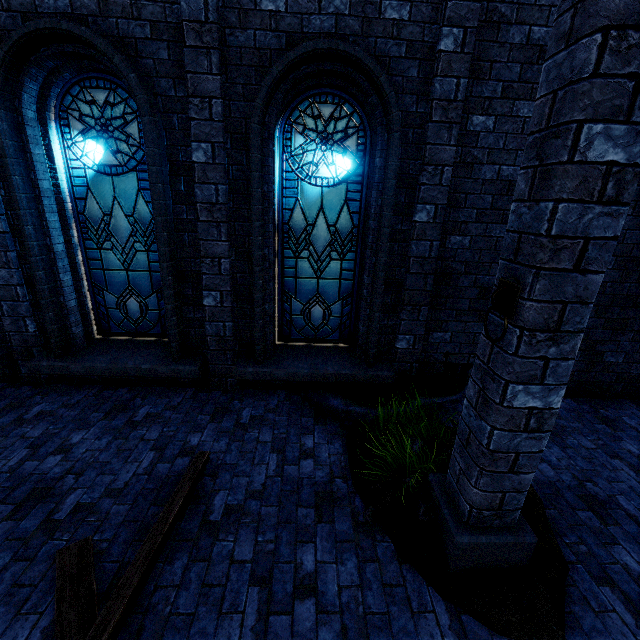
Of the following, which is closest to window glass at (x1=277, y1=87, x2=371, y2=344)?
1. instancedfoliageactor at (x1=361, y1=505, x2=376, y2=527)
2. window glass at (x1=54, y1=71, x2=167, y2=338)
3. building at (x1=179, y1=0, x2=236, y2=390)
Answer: building at (x1=179, y1=0, x2=236, y2=390)

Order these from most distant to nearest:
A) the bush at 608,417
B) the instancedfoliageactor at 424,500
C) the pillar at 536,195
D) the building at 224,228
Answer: the bush at 608,417 < the building at 224,228 < the instancedfoliageactor at 424,500 < the pillar at 536,195

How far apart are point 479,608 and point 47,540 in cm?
378

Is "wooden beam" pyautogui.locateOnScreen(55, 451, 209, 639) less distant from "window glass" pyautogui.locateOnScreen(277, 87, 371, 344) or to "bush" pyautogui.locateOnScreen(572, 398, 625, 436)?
"window glass" pyautogui.locateOnScreen(277, 87, 371, 344)

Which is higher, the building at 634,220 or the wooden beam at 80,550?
the building at 634,220

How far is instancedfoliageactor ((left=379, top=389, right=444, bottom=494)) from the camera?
3.3 meters

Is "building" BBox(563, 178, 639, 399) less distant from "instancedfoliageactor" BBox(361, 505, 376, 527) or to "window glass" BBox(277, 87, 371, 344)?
"window glass" BBox(277, 87, 371, 344)

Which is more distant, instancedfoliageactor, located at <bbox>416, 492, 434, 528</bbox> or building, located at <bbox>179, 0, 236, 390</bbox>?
building, located at <bbox>179, 0, 236, 390</bbox>
